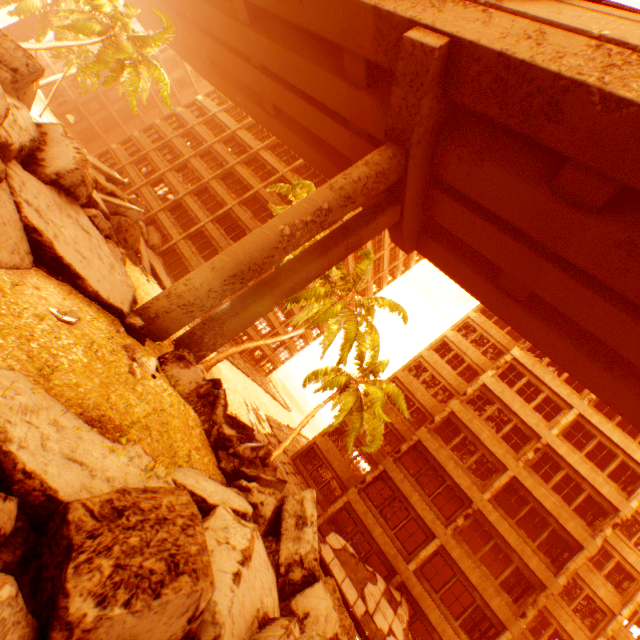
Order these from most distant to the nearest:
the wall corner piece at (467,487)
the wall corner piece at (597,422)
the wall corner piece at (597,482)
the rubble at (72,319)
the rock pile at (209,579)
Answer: the wall corner piece at (597,422) → the wall corner piece at (597,482) → the wall corner piece at (467,487) → the rubble at (72,319) → the rock pile at (209,579)

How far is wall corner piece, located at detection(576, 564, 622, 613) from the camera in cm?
1992

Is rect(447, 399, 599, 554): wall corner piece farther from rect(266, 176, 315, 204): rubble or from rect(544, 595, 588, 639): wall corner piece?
rect(266, 176, 315, 204): rubble

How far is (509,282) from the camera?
16.31m

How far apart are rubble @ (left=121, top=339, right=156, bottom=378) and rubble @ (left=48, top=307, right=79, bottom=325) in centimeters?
162cm

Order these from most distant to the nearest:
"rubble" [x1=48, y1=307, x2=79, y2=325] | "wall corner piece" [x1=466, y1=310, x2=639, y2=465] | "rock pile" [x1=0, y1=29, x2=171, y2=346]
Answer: "wall corner piece" [x1=466, y1=310, x2=639, y2=465] → "rock pile" [x1=0, y1=29, x2=171, y2=346] → "rubble" [x1=48, y1=307, x2=79, y2=325]

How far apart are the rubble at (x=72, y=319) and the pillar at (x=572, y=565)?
25.02m

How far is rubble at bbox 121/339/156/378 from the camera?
8.4m
